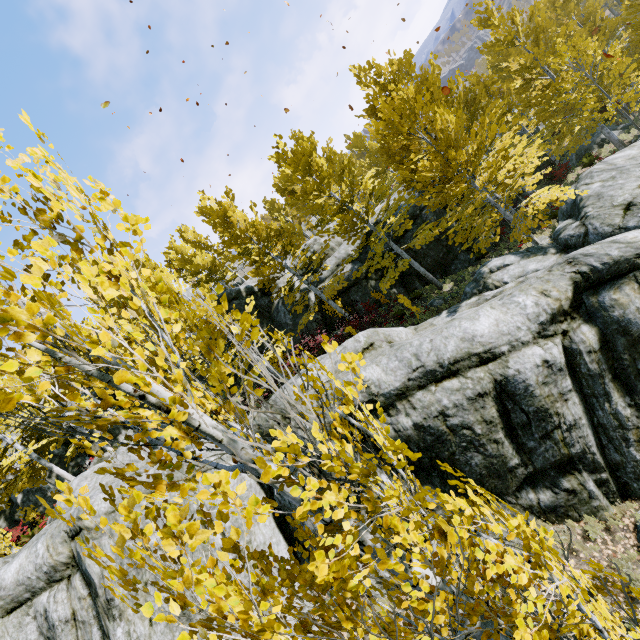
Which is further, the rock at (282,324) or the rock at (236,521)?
the rock at (282,324)

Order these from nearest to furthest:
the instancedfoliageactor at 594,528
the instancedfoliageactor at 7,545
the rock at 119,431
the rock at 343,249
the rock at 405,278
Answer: the instancedfoliageactor at 7,545, the instancedfoliageactor at 594,528, the rock at 119,431, the rock at 405,278, the rock at 343,249

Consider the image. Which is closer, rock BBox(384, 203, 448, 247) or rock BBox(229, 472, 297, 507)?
rock BBox(229, 472, 297, 507)

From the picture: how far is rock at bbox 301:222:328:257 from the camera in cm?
2114

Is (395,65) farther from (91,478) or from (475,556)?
(91,478)

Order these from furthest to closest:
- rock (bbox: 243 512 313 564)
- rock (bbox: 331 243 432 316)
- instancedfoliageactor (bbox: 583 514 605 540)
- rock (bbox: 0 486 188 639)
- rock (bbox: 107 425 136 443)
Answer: rock (bbox: 331 243 432 316)
rock (bbox: 107 425 136 443)
rock (bbox: 243 512 313 564)
rock (bbox: 0 486 188 639)
instancedfoliageactor (bbox: 583 514 605 540)
